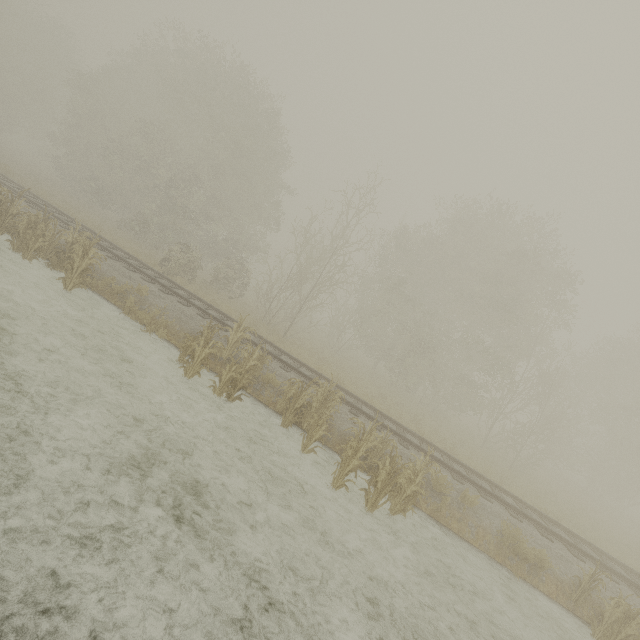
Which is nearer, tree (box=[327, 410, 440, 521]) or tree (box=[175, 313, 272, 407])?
tree (box=[327, 410, 440, 521])

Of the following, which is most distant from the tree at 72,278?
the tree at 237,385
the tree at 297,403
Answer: the tree at 297,403

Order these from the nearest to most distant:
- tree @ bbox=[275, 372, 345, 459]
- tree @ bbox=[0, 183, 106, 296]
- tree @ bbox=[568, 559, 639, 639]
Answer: tree @ bbox=[568, 559, 639, 639] < tree @ bbox=[275, 372, 345, 459] < tree @ bbox=[0, 183, 106, 296]

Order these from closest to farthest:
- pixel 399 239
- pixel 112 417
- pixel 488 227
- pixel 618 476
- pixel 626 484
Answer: pixel 112 417, pixel 488 227, pixel 399 239, pixel 618 476, pixel 626 484

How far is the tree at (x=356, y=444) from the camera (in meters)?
7.30

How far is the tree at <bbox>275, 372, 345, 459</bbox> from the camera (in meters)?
8.30
